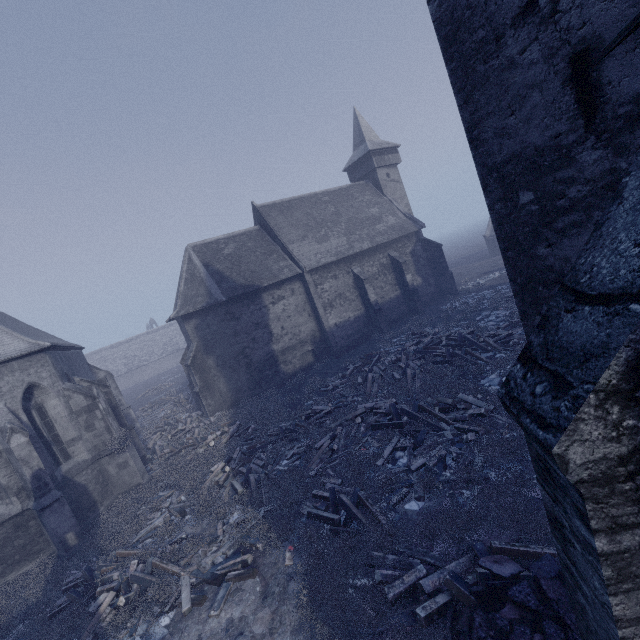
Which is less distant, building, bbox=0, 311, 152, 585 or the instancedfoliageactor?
the instancedfoliageactor

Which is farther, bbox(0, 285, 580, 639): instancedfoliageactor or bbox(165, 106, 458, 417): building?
bbox(165, 106, 458, 417): building

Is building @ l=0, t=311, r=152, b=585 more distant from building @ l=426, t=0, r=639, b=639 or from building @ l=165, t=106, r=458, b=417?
building @ l=426, t=0, r=639, b=639

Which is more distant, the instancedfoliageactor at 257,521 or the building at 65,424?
the building at 65,424

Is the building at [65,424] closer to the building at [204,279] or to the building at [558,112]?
the building at [204,279]

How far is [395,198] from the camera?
31.7 meters

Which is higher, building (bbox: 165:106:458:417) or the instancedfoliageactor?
building (bbox: 165:106:458:417)

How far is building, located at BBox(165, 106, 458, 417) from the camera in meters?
21.5 m
